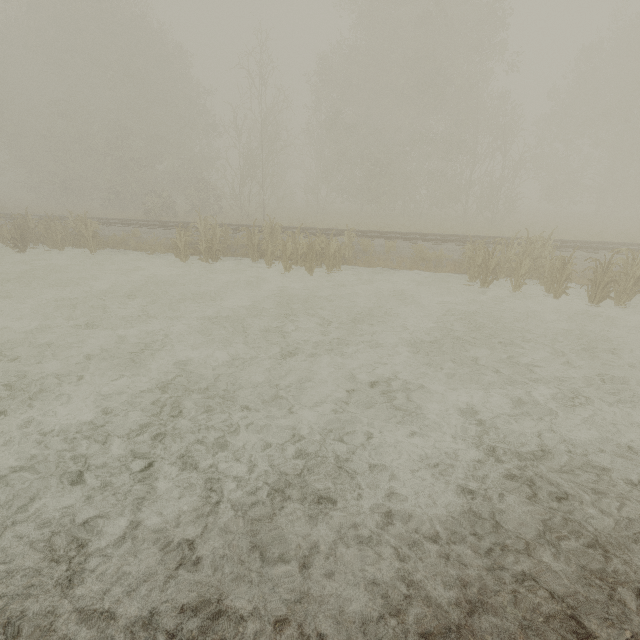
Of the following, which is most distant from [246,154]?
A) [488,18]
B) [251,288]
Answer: [251,288]

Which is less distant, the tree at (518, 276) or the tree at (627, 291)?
the tree at (627, 291)

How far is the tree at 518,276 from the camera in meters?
9.6 m

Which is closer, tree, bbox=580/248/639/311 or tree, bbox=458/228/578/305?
tree, bbox=580/248/639/311

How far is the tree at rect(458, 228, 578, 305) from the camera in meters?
9.6 m
